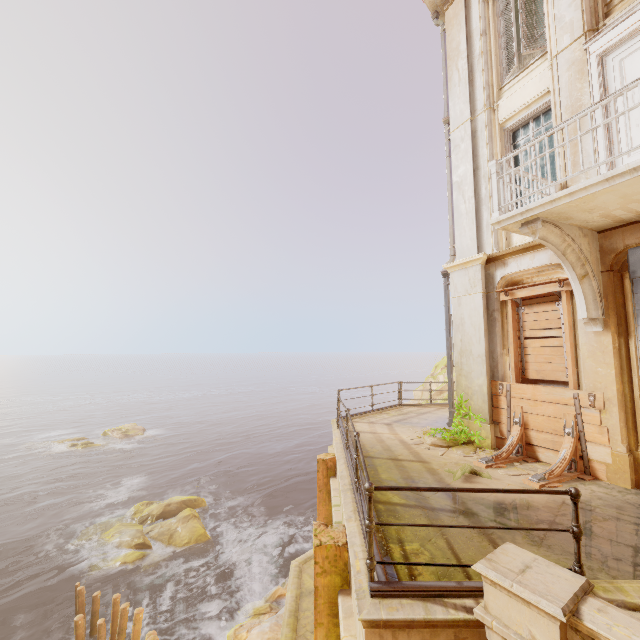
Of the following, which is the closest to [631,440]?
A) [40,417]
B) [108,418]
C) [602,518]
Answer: [602,518]

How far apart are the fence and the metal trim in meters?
0.0

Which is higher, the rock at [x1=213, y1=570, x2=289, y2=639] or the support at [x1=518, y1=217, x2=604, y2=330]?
the support at [x1=518, y1=217, x2=604, y2=330]

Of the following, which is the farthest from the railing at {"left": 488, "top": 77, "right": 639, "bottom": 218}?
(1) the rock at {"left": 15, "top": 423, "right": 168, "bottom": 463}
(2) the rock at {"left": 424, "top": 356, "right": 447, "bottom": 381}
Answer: (1) the rock at {"left": 15, "top": 423, "right": 168, "bottom": 463}

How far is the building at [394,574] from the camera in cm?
334

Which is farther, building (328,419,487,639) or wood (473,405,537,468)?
wood (473,405,537,468)

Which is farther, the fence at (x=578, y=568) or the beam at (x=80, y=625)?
the beam at (x=80, y=625)

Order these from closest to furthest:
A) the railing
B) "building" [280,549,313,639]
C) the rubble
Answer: the railing
the rubble
"building" [280,549,313,639]
